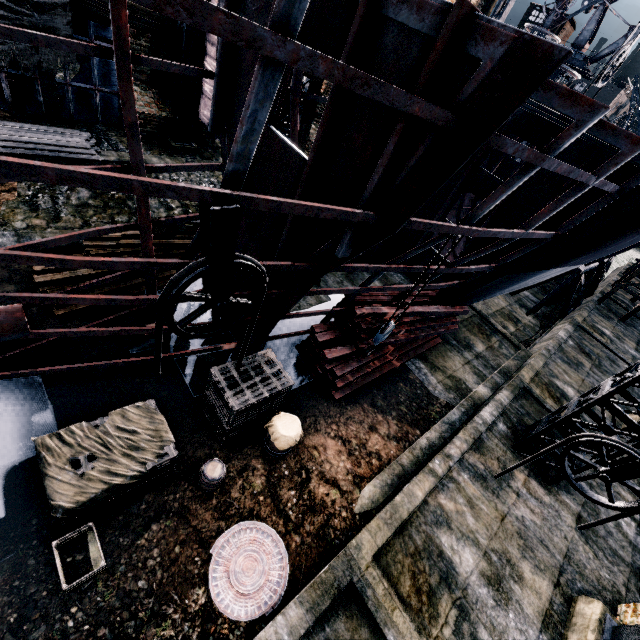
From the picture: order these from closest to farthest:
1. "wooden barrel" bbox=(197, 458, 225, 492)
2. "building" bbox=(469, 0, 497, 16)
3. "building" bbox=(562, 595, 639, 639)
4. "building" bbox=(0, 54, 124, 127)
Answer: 1. "wooden barrel" bbox=(197, 458, 225, 492)
2. "building" bbox=(562, 595, 639, 639)
3. "building" bbox=(0, 54, 124, 127)
4. "building" bbox=(469, 0, 497, 16)

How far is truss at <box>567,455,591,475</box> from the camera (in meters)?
10.36

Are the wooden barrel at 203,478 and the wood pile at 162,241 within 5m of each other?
no

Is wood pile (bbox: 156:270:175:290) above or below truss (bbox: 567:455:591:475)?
below

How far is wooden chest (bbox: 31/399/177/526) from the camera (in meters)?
5.80

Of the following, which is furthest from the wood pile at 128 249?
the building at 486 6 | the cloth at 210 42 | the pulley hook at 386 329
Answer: the building at 486 6

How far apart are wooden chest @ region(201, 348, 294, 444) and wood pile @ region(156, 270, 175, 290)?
4.5 meters

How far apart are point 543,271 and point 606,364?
11.2m
